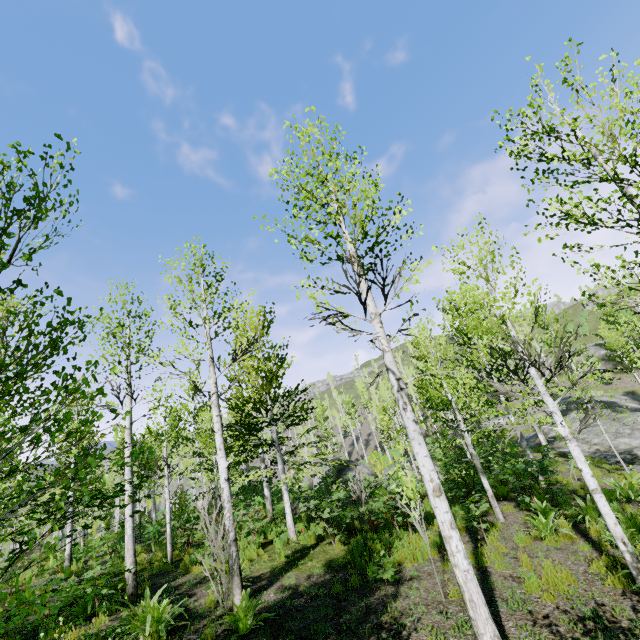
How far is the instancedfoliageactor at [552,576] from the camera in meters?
5.7 m

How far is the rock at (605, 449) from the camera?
17.4 meters

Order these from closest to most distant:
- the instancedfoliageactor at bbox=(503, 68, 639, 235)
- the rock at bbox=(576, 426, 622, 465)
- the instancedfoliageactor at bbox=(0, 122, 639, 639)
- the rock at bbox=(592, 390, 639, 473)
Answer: the instancedfoliageactor at bbox=(0, 122, 639, 639) → the instancedfoliageactor at bbox=(503, 68, 639, 235) → the rock at bbox=(592, 390, 639, 473) → the rock at bbox=(576, 426, 622, 465)

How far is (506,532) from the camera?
9.1m

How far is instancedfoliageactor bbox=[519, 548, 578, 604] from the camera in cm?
570

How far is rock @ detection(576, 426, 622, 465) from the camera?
17.39m

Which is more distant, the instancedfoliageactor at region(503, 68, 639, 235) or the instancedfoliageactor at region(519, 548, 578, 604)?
the instancedfoliageactor at region(519, 548, 578, 604)

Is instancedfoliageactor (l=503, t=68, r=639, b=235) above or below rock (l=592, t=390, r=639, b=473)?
above
